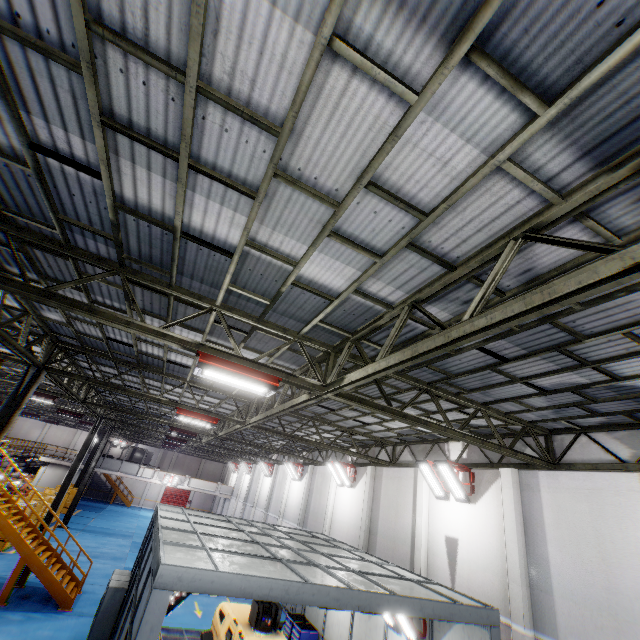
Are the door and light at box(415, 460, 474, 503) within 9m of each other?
no

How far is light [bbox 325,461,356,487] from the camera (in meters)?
18.08

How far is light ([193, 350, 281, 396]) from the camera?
6.0 meters

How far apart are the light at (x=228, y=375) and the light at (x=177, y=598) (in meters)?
4.34

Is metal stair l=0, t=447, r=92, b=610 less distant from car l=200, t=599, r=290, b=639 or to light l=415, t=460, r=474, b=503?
car l=200, t=599, r=290, b=639

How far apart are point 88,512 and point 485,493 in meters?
41.5 m

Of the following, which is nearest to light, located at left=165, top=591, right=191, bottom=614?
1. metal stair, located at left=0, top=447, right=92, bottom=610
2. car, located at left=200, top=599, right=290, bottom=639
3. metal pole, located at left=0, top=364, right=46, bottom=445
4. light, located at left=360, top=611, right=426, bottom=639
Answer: car, located at left=200, top=599, right=290, bottom=639

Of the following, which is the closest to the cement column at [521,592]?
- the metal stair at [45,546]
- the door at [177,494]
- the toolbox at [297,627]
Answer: the toolbox at [297,627]
